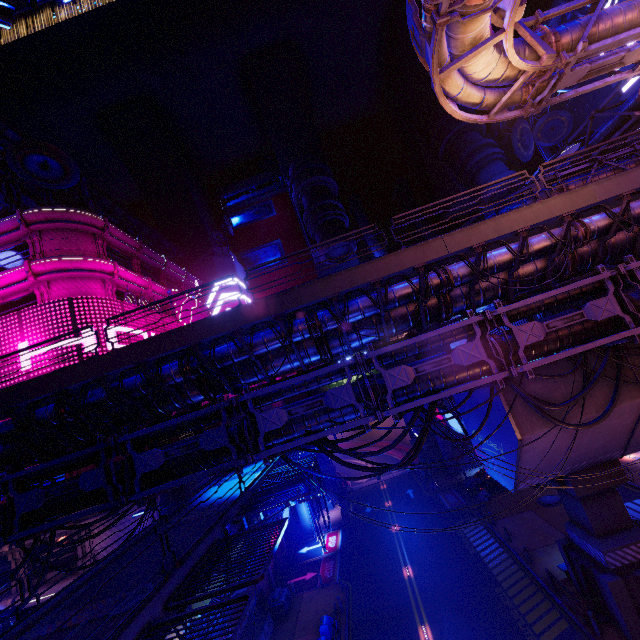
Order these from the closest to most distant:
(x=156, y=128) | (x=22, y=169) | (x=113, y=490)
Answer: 1. (x=113, y=490)
2. (x=22, y=169)
3. (x=156, y=128)

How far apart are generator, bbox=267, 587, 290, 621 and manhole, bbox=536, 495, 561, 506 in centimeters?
2253cm

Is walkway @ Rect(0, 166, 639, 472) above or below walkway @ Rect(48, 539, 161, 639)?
above

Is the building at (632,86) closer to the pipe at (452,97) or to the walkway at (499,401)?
the pipe at (452,97)

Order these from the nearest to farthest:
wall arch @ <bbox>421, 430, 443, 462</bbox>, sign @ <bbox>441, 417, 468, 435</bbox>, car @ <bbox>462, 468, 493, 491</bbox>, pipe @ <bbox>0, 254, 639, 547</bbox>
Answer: pipe @ <bbox>0, 254, 639, 547</bbox> < sign @ <bbox>441, 417, 468, 435</bbox> < car @ <bbox>462, 468, 493, 491</bbox> < wall arch @ <bbox>421, 430, 443, 462</bbox>

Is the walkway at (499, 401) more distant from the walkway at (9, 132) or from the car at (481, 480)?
the car at (481, 480)

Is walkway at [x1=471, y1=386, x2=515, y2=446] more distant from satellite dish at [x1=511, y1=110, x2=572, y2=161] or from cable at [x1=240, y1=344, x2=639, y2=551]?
satellite dish at [x1=511, y1=110, x2=572, y2=161]

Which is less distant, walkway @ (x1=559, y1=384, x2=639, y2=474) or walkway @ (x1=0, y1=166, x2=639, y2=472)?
walkway @ (x1=0, y1=166, x2=639, y2=472)
